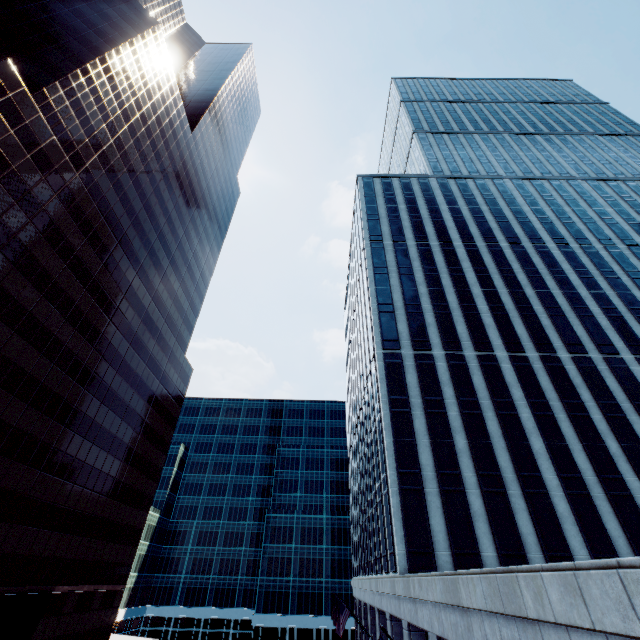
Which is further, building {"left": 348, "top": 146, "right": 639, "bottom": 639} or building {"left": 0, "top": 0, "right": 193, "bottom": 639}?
building {"left": 0, "top": 0, "right": 193, "bottom": 639}

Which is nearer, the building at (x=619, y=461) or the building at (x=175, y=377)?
the building at (x=619, y=461)

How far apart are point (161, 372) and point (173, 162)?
33.9m
